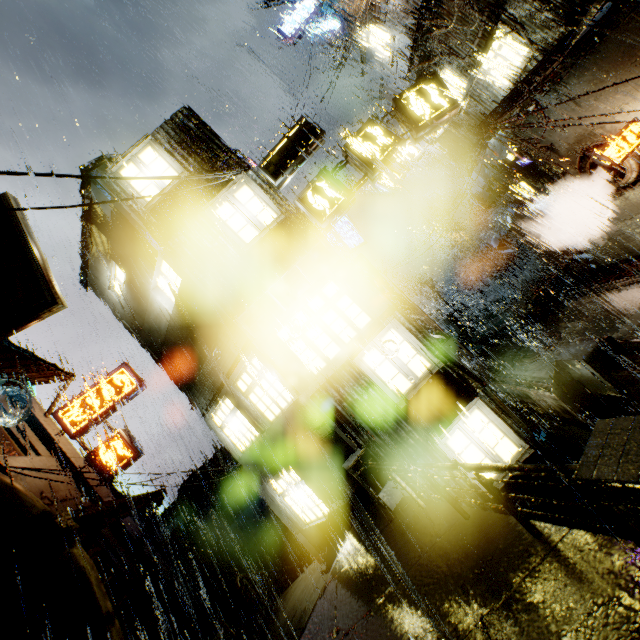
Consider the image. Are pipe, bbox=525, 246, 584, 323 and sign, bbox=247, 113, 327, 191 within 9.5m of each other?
no

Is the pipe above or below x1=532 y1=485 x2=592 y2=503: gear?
below

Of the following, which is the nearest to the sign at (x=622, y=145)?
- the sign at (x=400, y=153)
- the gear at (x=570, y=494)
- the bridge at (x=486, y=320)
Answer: the sign at (x=400, y=153)

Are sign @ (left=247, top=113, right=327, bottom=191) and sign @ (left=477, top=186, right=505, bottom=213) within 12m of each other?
no

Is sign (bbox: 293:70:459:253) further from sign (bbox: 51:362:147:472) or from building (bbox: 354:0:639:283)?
sign (bbox: 51:362:147:472)

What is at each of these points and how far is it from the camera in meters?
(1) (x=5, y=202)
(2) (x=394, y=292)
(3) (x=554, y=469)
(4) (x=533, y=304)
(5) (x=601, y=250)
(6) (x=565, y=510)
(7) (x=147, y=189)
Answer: (1) sign, 7.5 m
(2) support beam, 19.5 m
(3) railing, 3.2 m
(4) pipe, 17.9 m
(5) building, 17.3 m
(6) gear, 5.0 m
(7) building, 9.7 m

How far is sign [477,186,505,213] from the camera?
18.98m

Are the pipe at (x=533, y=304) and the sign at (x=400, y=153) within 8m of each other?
no
